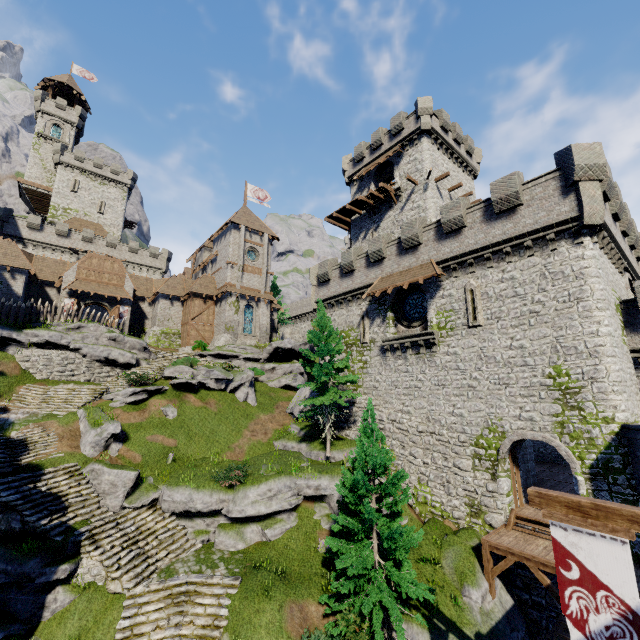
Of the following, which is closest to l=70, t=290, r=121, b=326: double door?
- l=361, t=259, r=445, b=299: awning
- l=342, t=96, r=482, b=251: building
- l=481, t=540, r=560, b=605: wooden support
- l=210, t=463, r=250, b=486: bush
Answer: l=210, t=463, r=250, b=486: bush

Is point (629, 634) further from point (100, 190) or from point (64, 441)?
point (100, 190)

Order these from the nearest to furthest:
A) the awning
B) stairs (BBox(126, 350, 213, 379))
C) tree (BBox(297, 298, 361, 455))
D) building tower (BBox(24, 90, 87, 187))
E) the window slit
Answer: the window slit < the awning < tree (BBox(297, 298, 361, 455)) < stairs (BBox(126, 350, 213, 379)) < building tower (BBox(24, 90, 87, 187))

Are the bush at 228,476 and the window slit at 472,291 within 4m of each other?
no

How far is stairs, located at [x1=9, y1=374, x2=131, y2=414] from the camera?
20.8m

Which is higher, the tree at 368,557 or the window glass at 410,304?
the window glass at 410,304

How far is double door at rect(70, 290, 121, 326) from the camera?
33.3 meters

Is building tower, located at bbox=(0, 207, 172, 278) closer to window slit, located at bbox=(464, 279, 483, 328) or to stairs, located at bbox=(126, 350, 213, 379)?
stairs, located at bbox=(126, 350, 213, 379)
